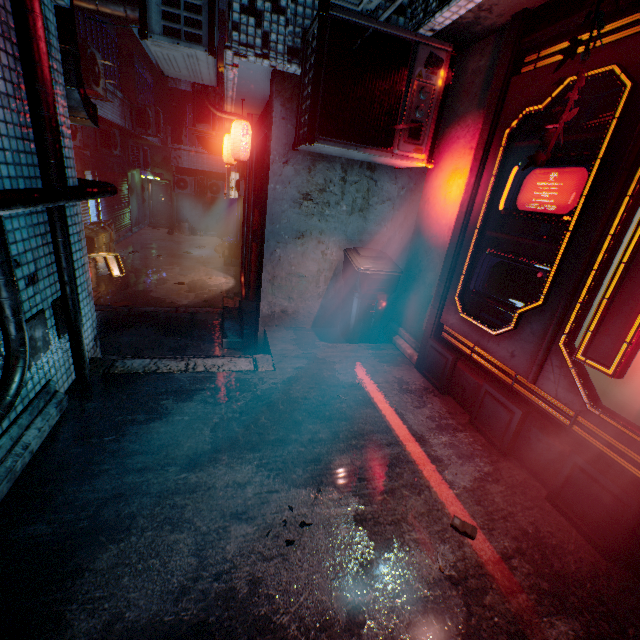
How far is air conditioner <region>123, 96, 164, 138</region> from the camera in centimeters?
970cm

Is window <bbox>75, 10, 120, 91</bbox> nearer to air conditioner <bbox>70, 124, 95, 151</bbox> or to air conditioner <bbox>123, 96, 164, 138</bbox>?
air conditioner <bbox>123, 96, 164, 138</bbox>

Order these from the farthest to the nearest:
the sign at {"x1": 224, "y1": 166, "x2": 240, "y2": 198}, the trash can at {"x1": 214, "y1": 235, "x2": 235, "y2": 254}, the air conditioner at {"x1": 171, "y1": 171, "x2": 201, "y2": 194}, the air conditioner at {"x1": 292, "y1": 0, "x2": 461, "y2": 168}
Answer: the air conditioner at {"x1": 171, "y1": 171, "x2": 201, "y2": 194} < the trash can at {"x1": 214, "y1": 235, "x2": 235, "y2": 254} < the sign at {"x1": 224, "y1": 166, "x2": 240, "y2": 198} < the air conditioner at {"x1": 292, "y1": 0, "x2": 461, "y2": 168}

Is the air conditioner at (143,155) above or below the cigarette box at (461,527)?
→ above

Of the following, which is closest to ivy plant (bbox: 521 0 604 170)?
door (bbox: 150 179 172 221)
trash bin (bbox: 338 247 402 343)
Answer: trash bin (bbox: 338 247 402 343)

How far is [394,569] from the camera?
1.5m

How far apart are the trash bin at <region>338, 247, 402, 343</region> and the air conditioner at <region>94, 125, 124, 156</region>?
9.6 meters

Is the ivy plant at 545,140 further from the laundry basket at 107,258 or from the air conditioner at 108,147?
the air conditioner at 108,147
